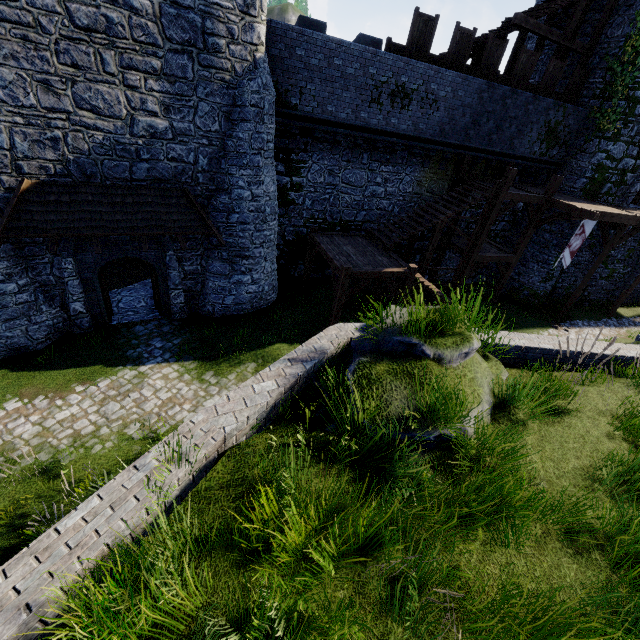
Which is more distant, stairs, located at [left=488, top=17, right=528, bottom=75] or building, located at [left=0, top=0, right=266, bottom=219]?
stairs, located at [left=488, top=17, right=528, bottom=75]

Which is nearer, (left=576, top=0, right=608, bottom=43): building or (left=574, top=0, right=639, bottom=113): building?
(left=574, top=0, right=639, bottom=113): building

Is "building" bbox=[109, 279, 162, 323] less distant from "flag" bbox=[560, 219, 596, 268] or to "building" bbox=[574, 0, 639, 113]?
"flag" bbox=[560, 219, 596, 268]

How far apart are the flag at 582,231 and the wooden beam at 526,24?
8.79m

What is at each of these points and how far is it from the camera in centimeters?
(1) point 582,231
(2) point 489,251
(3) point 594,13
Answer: (1) flag, 1543cm
(2) walkway, 1730cm
(3) building, 1686cm

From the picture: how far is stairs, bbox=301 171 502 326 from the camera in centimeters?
1255cm

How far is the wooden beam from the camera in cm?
1432

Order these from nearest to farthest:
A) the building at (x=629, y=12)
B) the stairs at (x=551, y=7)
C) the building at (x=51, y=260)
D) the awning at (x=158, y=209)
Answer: the awning at (x=158, y=209) < the building at (x=51, y=260) < the stairs at (x=551, y=7) < the building at (x=629, y=12)
